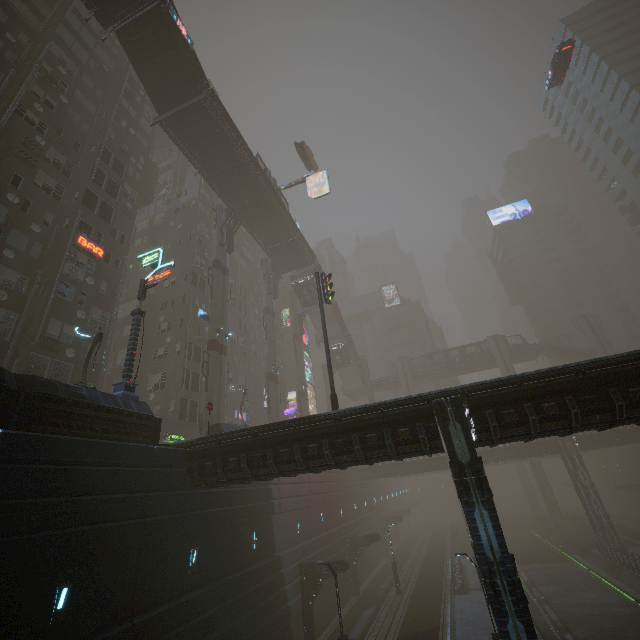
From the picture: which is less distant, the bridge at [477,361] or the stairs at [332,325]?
the stairs at [332,325]

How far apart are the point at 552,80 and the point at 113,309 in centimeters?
5126cm

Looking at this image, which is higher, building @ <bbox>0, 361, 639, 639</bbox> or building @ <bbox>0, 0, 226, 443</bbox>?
building @ <bbox>0, 0, 226, 443</bbox>

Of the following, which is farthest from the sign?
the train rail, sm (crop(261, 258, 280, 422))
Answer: the train rail

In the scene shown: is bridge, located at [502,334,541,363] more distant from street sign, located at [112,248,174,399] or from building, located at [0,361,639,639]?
street sign, located at [112,248,174,399]

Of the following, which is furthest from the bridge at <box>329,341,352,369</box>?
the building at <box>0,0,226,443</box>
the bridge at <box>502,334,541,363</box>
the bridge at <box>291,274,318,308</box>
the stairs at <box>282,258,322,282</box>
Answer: the bridge at <box>502,334,541,363</box>

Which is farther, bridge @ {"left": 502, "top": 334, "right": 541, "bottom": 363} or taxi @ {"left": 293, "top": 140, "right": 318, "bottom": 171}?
bridge @ {"left": 502, "top": 334, "right": 541, "bottom": 363}

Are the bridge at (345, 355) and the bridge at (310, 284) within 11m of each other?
yes
